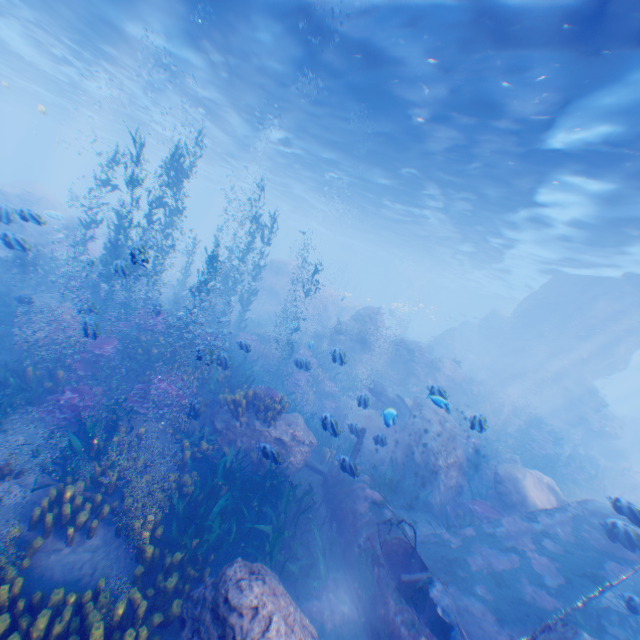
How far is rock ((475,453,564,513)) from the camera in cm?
974

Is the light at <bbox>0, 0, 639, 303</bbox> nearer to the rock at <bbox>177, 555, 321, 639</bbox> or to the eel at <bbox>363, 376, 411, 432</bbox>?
the rock at <bbox>177, 555, 321, 639</bbox>

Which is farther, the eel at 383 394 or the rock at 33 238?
the eel at 383 394

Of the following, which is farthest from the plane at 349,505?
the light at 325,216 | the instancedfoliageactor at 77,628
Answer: the light at 325,216

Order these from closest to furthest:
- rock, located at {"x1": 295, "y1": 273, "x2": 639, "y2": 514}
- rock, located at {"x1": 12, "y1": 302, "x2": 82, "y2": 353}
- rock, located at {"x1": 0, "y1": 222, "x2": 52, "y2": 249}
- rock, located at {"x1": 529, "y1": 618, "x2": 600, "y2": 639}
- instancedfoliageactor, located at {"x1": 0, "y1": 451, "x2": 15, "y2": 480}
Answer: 1. rock, located at {"x1": 529, "y1": 618, "x2": 600, "y2": 639}
2. instancedfoliageactor, located at {"x1": 0, "y1": 451, "x2": 15, "y2": 480}
3. rock, located at {"x1": 0, "y1": 222, "x2": 52, "y2": 249}
4. rock, located at {"x1": 12, "y1": 302, "x2": 82, "y2": 353}
5. rock, located at {"x1": 295, "y1": 273, "x2": 639, "y2": 514}

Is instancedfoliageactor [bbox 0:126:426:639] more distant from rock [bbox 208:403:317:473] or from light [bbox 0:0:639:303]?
light [bbox 0:0:639:303]

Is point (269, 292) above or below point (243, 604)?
above

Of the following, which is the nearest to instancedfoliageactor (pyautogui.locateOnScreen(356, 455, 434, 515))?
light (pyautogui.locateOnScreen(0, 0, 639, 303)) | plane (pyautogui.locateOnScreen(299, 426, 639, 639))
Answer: plane (pyautogui.locateOnScreen(299, 426, 639, 639))
